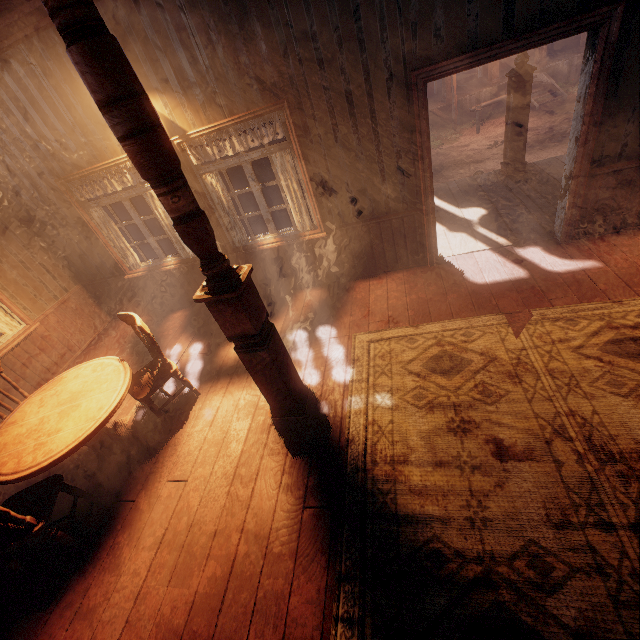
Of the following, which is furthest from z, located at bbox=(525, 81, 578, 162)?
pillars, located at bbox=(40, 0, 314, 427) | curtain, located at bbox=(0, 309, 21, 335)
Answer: pillars, located at bbox=(40, 0, 314, 427)

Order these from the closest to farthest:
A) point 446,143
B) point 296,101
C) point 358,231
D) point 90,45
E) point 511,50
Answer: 1. point 90,45
2. point 511,50
3. point 296,101
4. point 358,231
5. point 446,143

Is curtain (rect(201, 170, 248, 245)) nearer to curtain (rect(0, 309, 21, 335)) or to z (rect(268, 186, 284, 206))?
curtain (rect(0, 309, 21, 335))

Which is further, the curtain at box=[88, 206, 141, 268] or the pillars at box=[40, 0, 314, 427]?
the curtain at box=[88, 206, 141, 268]

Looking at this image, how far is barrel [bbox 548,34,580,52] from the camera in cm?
1404

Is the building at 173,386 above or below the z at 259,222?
above

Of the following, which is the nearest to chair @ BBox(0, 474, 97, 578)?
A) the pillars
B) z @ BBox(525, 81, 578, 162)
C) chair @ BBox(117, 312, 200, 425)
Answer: chair @ BBox(117, 312, 200, 425)

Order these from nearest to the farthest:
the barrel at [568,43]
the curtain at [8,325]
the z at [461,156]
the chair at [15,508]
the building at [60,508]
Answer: the chair at [15,508], the building at [60,508], the curtain at [8,325], the z at [461,156], the barrel at [568,43]
